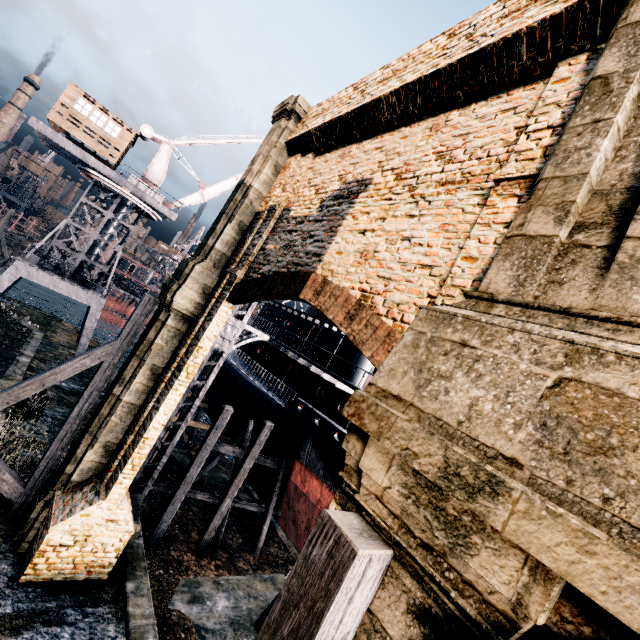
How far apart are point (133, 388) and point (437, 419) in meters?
11.9

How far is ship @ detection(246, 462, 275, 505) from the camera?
20.6m

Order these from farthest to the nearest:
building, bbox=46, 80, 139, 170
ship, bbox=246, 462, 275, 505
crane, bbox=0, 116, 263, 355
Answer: crane, bbox=0, 116, 263, 355, building, bbox=46, 80, 139, 170, ship, bbox=246, 462, 275, 505

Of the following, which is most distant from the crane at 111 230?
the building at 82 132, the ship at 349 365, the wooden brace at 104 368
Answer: the wooden brace at 104 368

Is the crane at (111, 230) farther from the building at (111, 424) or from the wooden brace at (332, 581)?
the wooden brace at (332, 581)

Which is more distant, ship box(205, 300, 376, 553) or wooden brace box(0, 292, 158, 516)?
ship box(205, 300, 376, 553)

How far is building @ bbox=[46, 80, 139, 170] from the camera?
22.59m
